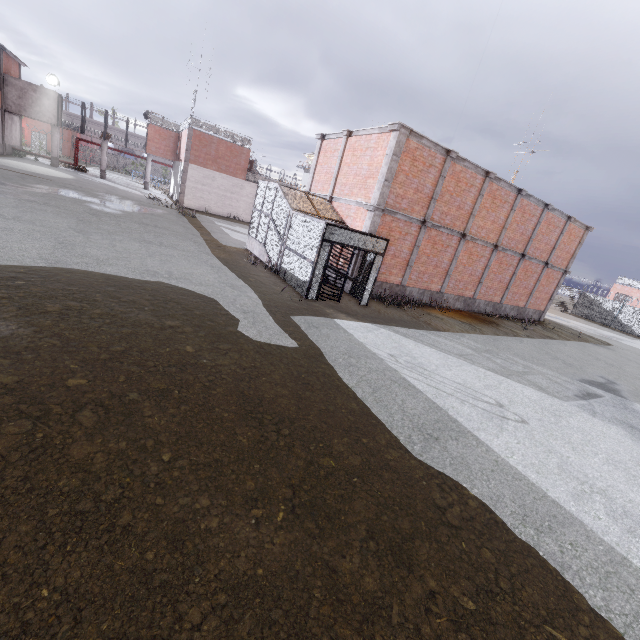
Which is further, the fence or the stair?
the fence

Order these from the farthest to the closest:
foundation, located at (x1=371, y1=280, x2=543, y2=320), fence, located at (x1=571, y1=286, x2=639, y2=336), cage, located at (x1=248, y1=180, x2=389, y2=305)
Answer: fence, located at (x1=571, y1=286, x2=639, y2=336)
foundation, located at (x1=371, y1=280, x2=543, y2=320)
cage, located at (x1=248, y1=180, x2=389, y2=305)

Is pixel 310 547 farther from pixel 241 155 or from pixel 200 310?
pixel 241 155

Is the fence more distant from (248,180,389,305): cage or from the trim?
the trim

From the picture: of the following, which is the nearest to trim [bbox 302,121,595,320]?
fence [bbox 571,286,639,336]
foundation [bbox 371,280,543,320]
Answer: foundation [bbox 371,280,543,320]

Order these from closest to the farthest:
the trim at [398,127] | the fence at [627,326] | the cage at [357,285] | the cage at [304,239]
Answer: the cage at [304,239]
the trim at [398,127]
the cage at [357,285]
the fence at [627,326]

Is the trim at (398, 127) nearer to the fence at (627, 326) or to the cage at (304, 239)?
the cage at (304, 239)
